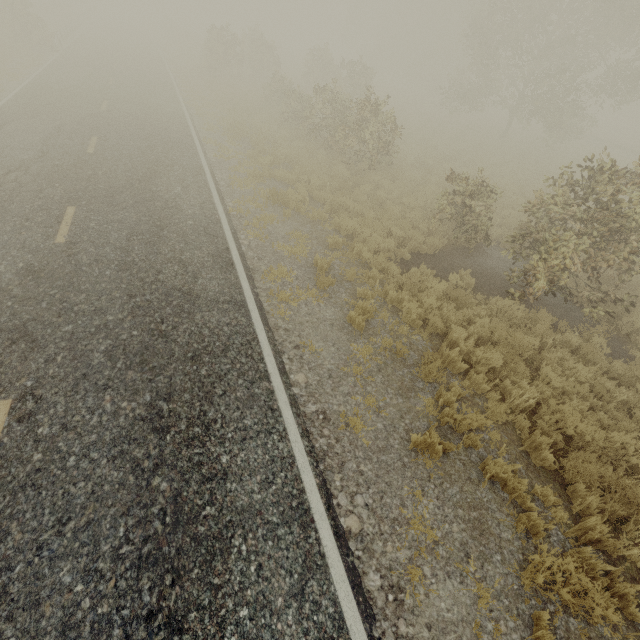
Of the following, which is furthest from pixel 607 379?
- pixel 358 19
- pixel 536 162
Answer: pixel 358 19
